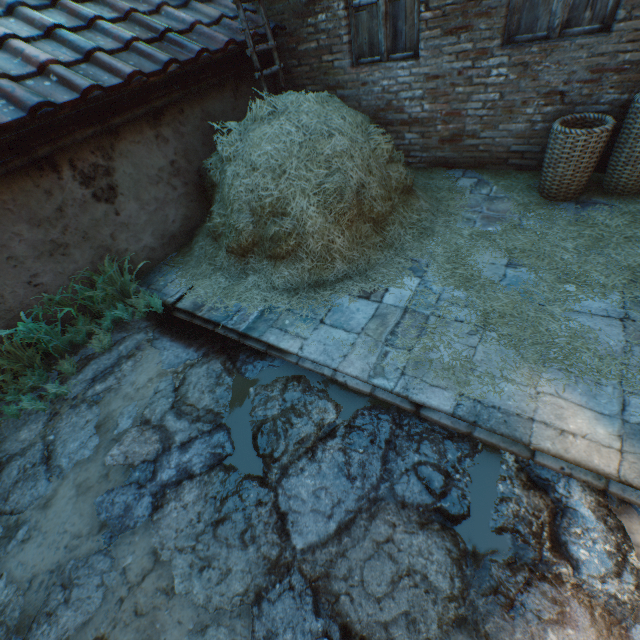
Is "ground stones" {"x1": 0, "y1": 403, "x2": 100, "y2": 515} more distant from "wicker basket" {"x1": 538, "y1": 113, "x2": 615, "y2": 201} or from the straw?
"wicker basket" {"x1": 538, "y1": 113, "x2": 615, "y2": 201}

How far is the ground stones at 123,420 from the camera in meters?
2.8

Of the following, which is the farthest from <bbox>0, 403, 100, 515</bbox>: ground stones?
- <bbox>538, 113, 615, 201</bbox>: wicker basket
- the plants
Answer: <bbox>538, 113, 615, 201</bbox>: wicker basket

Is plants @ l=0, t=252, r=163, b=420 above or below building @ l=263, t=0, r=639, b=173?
below

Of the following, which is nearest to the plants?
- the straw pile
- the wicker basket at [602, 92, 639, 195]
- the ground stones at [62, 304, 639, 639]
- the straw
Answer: the ground stones at [62, 304, 639, 639]

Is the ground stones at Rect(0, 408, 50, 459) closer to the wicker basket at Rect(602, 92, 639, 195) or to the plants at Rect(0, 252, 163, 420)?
the plants at Rect(0, 252, 163, 420)

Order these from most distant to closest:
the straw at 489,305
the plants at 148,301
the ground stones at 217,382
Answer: the plants at 148,301, the straw at 489,305, the ground stones at 217,382

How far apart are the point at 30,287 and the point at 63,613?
3.04m
